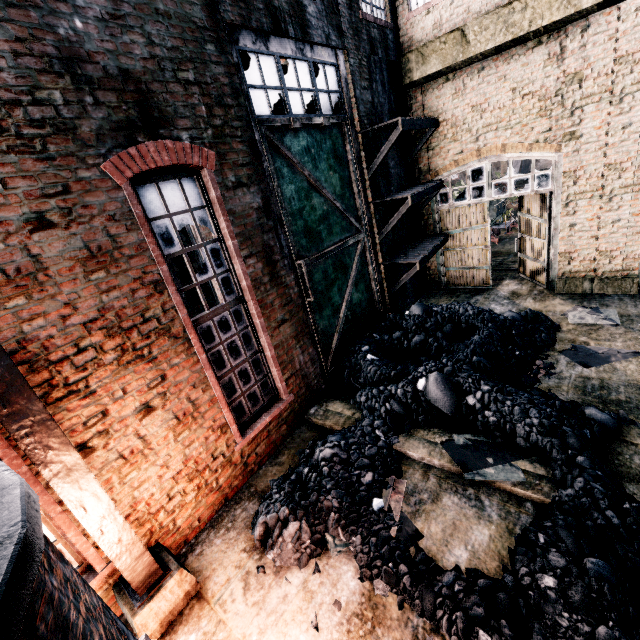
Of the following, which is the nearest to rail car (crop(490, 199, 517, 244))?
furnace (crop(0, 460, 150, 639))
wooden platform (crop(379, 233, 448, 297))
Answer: wooden platform (crop(379, 233, 448, 297))

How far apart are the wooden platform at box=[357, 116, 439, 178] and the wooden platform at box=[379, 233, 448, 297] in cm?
275

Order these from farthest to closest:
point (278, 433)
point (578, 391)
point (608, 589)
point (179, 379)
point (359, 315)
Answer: point (359, 315) < point (278, 433) < point (578, 391) < point (179, 379) < point (608, 589)

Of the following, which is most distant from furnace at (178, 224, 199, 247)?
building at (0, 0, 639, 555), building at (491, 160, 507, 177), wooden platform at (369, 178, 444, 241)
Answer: building at (491, 160, 507, 177)

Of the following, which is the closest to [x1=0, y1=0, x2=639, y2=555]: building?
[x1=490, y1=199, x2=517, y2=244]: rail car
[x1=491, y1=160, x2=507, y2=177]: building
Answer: [x1=490, y1=199, x2=517, y2=244]: rail car

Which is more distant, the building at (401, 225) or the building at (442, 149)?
the building at (401, 225)

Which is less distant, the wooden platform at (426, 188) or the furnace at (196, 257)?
the furnace at (196, 257)

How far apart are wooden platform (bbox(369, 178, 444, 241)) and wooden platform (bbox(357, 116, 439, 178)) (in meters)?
0.61
